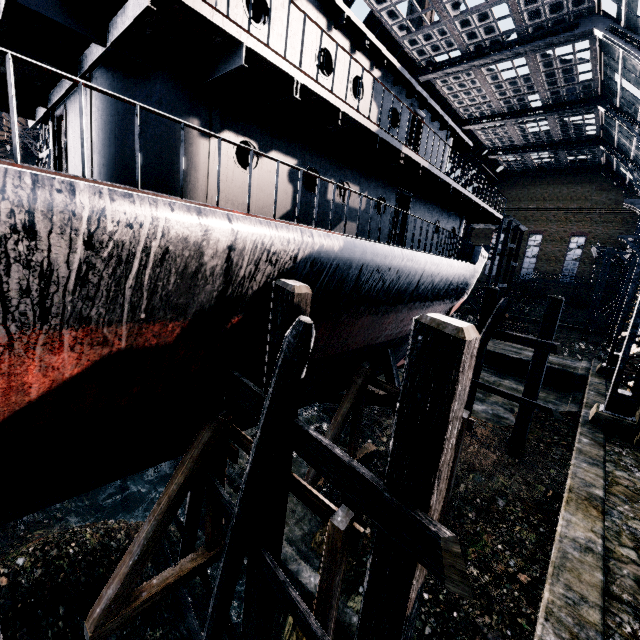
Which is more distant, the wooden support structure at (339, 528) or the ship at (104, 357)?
the wooden support structure at (339, 528)

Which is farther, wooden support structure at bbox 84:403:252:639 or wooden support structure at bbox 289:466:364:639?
wooden support structure at bbox 84:403:252:639

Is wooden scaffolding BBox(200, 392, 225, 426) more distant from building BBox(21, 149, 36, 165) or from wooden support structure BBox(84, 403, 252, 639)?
building BBox(21, 149, 36, 165)

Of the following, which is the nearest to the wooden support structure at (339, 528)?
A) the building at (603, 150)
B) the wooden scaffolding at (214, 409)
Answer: the wooden scaffolding at (214, 409)

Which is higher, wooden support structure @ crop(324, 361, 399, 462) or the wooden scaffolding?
the wooden scaffolding

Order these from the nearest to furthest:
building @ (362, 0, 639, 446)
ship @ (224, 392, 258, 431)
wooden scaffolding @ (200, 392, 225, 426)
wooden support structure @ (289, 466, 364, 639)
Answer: wooden support structure @ (289, 466, 364, 639) → wooden scaffolding @ (200, 392, 225, 426) → ship @ (224, 392, 258, 431) → building @ (362, 0, 639, 446)

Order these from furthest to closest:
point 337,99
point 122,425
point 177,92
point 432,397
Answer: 1. point 337,99
2. point 177,92
3. point 122,425
4. point 432,397

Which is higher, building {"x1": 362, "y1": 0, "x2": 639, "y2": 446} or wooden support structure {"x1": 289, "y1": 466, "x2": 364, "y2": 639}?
building {"x1": 362, "y1": 0, "x2": 639, "y2": 446}
